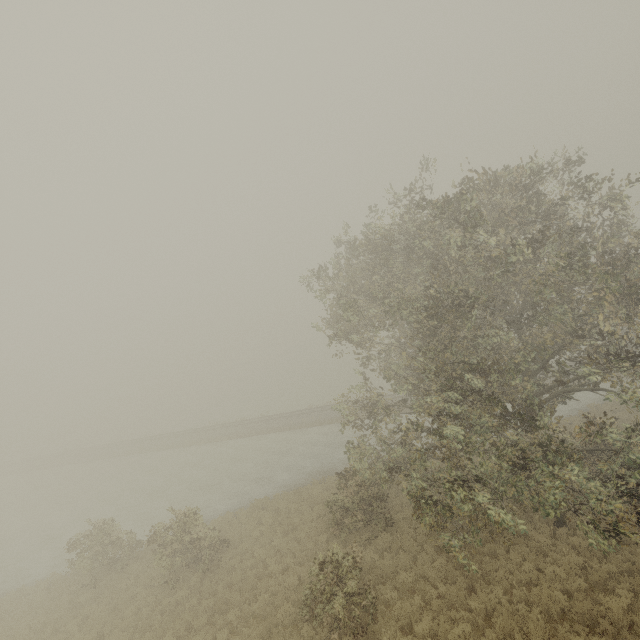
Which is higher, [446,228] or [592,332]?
[446,228]
